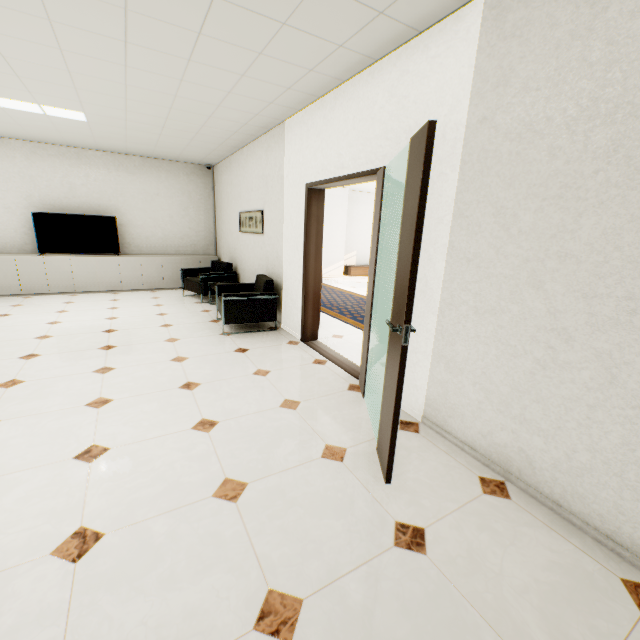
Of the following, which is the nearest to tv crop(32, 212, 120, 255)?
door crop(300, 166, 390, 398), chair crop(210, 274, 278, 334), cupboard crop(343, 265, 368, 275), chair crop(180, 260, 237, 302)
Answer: chair crop(180, 260, 237, 302)

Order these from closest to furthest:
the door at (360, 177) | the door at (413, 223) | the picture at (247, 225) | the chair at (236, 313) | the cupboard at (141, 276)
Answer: the door at (413, 223) < the door at (360, 177) < the chair at (236, 313) < the picture at (247, 225) < the cupboard at (141, 276)

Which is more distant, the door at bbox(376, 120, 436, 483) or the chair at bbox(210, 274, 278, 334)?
the chair at bbox(210, 274, 278, 334)

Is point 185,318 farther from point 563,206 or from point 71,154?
point 563,206

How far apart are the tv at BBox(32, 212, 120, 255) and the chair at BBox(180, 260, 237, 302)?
1.6m

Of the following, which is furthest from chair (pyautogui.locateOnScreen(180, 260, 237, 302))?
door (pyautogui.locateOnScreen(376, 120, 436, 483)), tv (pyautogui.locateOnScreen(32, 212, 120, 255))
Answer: door (pyautogui.locateOnScreen(376, 120, 436, 483))

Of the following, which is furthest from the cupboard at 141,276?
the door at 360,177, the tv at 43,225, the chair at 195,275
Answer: the door at 360,177

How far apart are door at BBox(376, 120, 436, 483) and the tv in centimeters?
740cm
